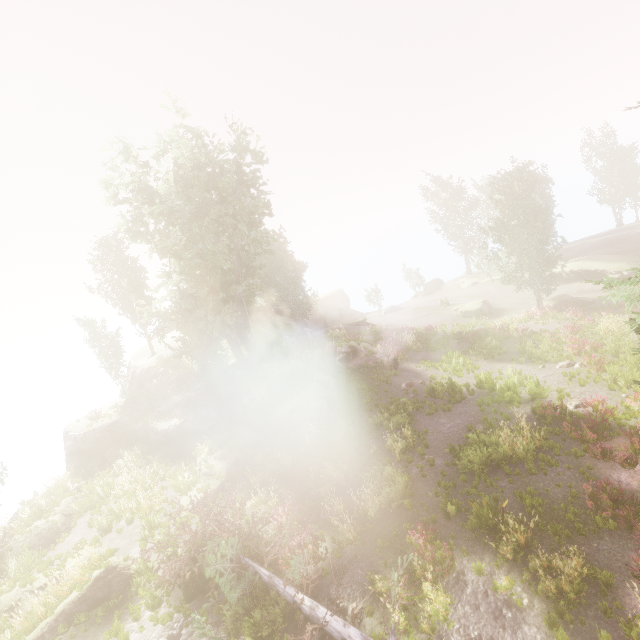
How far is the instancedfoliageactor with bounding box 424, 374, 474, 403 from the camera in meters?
18.1 m

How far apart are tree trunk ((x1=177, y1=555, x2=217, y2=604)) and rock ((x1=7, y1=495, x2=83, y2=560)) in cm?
1040

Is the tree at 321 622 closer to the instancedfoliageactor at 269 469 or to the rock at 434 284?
the instancedfoliageactor at 269 469

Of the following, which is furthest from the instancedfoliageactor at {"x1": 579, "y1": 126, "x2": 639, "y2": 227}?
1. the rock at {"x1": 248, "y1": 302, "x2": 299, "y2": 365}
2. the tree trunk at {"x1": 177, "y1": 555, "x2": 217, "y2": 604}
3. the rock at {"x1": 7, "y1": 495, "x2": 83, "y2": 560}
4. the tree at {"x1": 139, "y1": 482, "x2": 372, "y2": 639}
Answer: the rock at {"x1": 7, "y1": 495, "x2": 83, "y2": 560}

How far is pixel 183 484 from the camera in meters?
17.6

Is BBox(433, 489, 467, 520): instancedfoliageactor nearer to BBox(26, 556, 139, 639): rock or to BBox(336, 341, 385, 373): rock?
BBox(336, 341, 385, 373): rock

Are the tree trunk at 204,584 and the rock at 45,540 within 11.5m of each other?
yes

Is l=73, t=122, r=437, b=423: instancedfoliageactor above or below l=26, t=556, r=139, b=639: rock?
above
